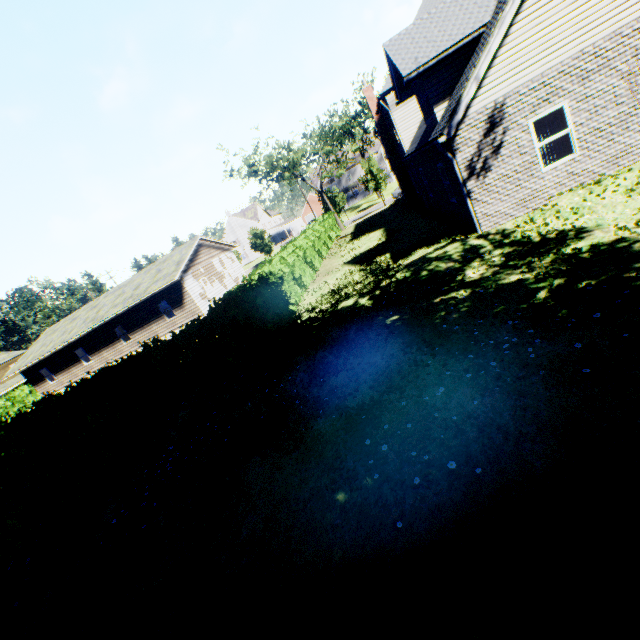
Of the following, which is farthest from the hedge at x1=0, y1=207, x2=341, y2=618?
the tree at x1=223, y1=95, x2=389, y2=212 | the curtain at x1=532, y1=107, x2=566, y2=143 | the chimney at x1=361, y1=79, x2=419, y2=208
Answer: the tree at x1=223, y1=95, x2=389, y2=212

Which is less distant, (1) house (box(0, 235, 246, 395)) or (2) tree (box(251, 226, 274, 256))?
(1) house (box(0, 235, 246, 395))

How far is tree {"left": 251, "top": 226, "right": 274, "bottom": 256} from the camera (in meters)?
49.66

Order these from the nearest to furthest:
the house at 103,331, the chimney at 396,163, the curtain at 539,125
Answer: the curtain at 539,125 < the chimney at 396,163 < the house at 103,331

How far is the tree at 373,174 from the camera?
33.9 meters

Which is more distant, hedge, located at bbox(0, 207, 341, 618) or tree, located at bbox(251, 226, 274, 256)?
tree, located at bbox(251, 226, 274, 256)

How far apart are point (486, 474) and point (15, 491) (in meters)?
8.94
